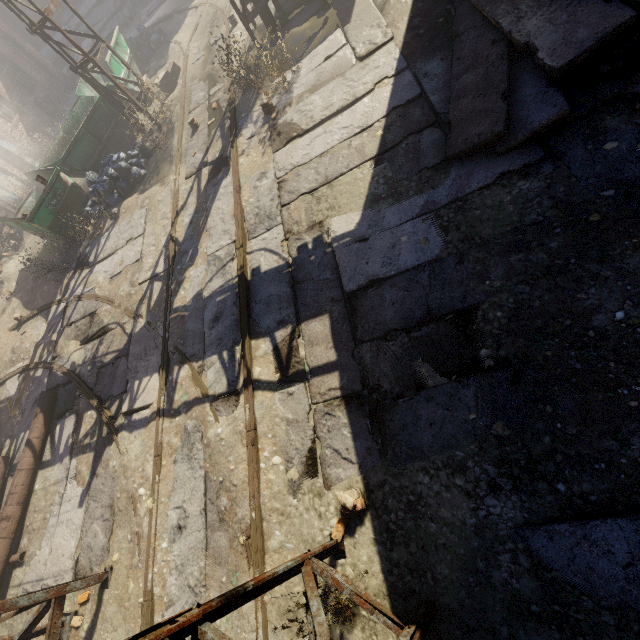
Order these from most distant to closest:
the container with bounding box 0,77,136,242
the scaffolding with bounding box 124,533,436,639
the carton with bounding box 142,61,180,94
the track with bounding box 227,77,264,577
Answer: the carton with bounding box 142,61,180,94
the container with bounding box 0,77,136,242
the track with bounding box 227,77,264,577
the scaffolding with bounding box 124,533,436,639

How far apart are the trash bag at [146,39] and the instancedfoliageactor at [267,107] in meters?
9.7

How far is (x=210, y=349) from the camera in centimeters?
551cm

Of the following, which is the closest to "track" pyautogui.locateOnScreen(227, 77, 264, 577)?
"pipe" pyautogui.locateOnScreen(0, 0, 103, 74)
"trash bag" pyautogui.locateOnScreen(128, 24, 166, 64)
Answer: "trash bag" pyautogui.locateOnScreen(128, 24, 166, 64)

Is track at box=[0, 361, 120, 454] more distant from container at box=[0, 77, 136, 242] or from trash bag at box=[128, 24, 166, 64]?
container at box=[0, 77, 136, 242]

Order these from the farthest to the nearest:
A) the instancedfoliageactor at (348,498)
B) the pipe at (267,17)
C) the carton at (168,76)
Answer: the carton at (168,76), the pipe at (267,17), the instancedfoliageactor at (348,498)

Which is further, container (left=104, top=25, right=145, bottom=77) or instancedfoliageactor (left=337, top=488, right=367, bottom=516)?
container (left=104, top=25, right=145, bottom=77)

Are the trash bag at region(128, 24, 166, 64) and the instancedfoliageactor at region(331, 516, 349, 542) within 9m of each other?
no
